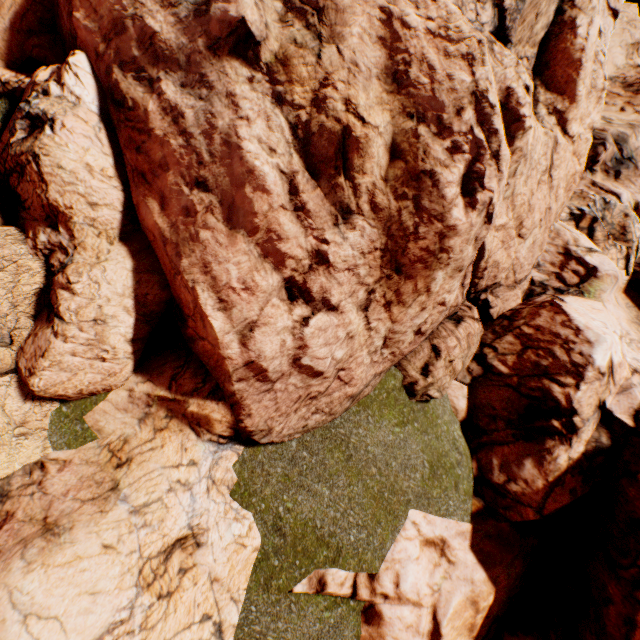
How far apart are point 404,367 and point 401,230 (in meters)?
3.32
